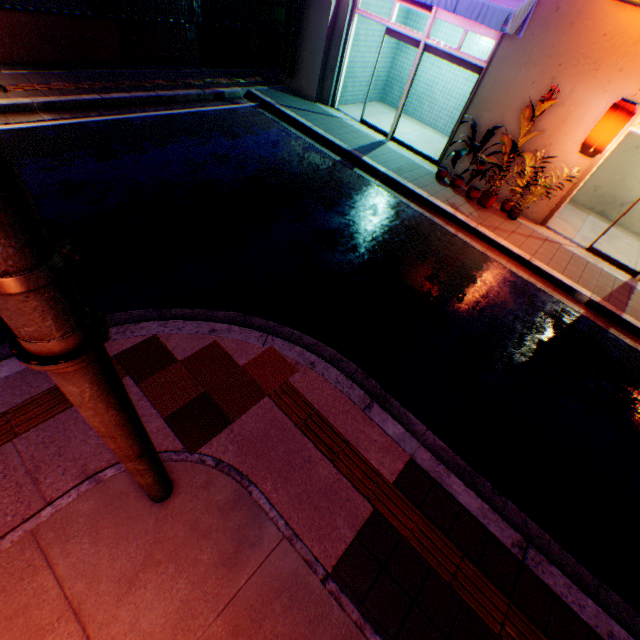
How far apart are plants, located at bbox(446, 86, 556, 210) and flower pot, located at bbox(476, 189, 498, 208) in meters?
0.5 m

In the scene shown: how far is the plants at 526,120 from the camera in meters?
7.0 m

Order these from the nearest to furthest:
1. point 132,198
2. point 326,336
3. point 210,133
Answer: point 326,336, point 132,198, point 210,133

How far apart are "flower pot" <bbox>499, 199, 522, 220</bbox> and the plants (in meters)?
0.73

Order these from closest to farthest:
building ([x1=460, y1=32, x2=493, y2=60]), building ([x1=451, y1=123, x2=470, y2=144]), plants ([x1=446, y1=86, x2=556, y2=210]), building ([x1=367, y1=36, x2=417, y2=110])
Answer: plants ([x1=446, y1=86, x2=556, y2=210]) < building ([x1=451, y1=123, x2=470, y2=144]) < building ([x1=460, y1=32, x2=493, y2=60]) < building ([x1=367, y1=36, x2=417, y2=110])

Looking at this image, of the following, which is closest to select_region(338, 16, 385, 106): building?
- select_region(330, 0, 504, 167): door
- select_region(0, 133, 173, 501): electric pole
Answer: select_region(330, 0, 504, 167): door

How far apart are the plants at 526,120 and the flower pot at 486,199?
0.50m

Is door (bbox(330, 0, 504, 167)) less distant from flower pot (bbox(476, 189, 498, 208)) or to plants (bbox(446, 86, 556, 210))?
plants (bbox(446, 86, 556, 210))
